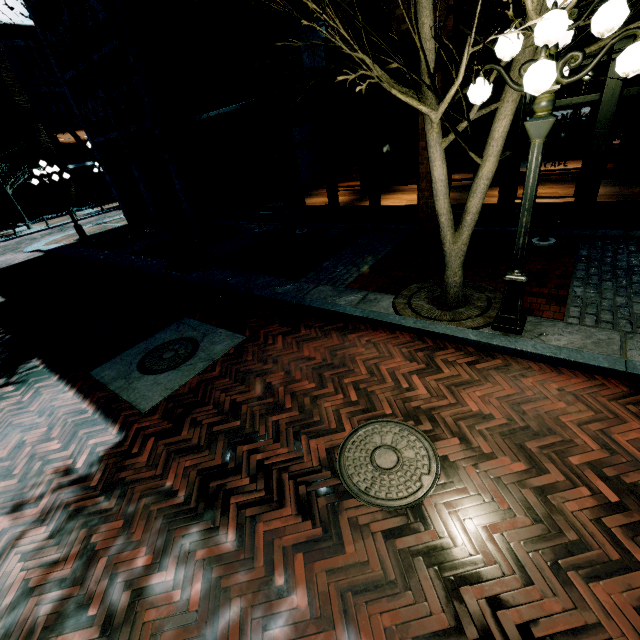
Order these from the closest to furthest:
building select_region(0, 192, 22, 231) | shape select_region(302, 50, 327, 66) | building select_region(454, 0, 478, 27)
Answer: building select_region(454, 0, 478, 27) → shape select_region(302, 50, 327, 66) → building select_region(0, 192, 22, 231)

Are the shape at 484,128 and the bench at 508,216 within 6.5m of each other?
yes

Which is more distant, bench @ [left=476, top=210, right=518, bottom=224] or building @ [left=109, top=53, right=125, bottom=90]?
building @ [left=109, top=53, right=125, bottom=90]

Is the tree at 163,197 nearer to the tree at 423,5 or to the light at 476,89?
the tree at 423,5

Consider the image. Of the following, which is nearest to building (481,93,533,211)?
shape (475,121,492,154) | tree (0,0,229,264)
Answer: tree (0,0,229,264)

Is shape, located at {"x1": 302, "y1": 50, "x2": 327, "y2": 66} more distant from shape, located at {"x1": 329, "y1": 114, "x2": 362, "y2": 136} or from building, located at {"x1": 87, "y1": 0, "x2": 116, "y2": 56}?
building, located at {"x1": 87, "y1": 0, "x2": 116, "y2": 56}

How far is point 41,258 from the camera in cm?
1508

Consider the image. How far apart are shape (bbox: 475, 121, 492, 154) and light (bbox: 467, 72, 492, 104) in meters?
8.7 m
